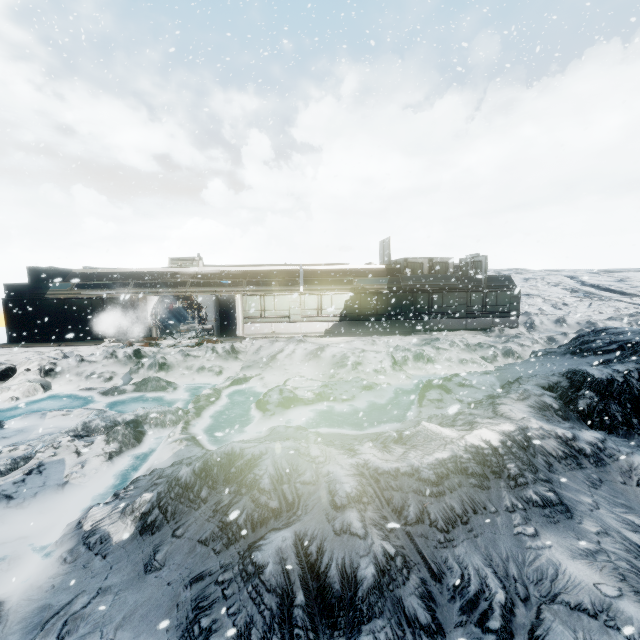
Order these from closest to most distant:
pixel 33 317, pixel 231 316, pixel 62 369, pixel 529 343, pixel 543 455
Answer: pixel 543 455 < pixel 62 369 < pixel 529 343 < pixel 33 317 < pixel 231 316
